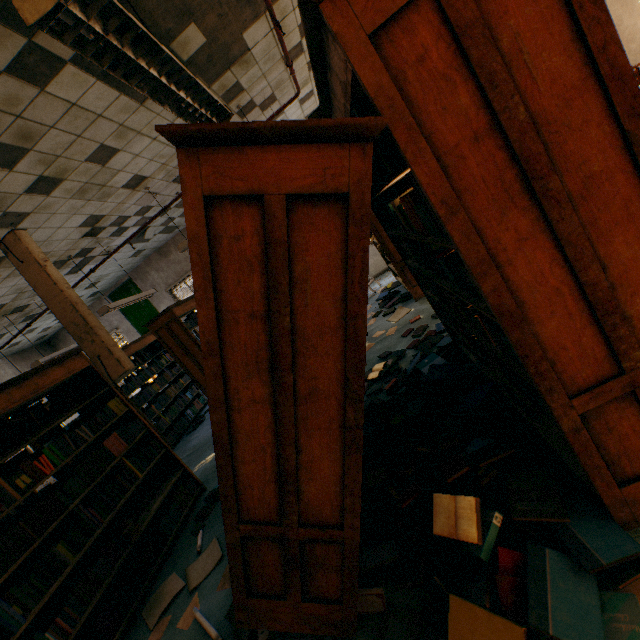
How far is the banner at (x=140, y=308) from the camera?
9.31m

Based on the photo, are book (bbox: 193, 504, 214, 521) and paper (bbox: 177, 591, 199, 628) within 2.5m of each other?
yes

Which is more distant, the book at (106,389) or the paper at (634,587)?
the book at (106,389)

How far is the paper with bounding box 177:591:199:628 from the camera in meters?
2.3

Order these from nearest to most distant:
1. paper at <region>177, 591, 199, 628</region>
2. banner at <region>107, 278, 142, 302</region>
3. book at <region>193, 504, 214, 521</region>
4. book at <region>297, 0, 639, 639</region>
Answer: book at <region>297, 0, 639, 639</region>, paper at <region>177, 591, 199, 628</region>, book at <region>193, 504, 214, 521</region>, banner at <region>107, 278, 142, 302</region>

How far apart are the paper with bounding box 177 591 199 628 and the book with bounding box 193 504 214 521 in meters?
0.8 m

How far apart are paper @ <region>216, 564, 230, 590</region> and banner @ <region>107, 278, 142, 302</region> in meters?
8.0 m

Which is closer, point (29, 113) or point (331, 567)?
point (331, 567)
